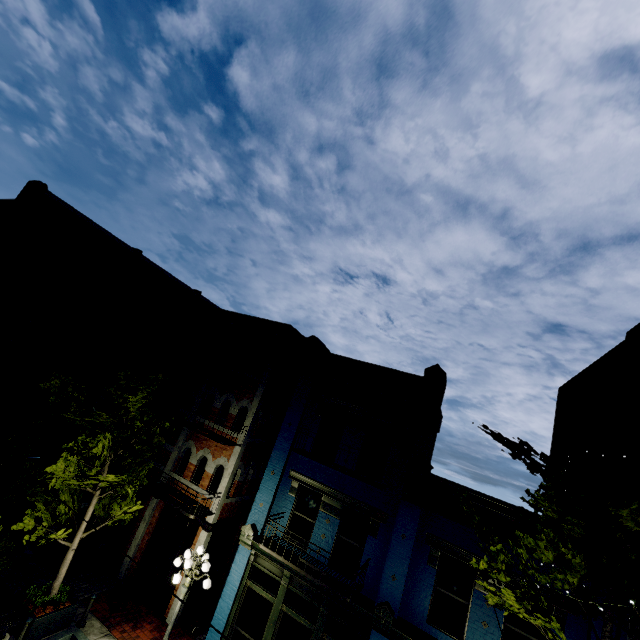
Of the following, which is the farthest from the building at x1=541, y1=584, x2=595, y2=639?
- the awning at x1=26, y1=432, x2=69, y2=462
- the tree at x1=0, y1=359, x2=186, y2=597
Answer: the awning at x1=26, y1=432, x2=69, y2=462

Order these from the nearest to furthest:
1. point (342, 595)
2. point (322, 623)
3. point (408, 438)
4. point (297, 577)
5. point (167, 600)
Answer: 1. point (342, 595)
2. point (322, 623)
3. point (297, 577)
4. point (408, 438)
5. point (167, 600)

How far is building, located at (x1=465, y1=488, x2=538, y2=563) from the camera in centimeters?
902cm

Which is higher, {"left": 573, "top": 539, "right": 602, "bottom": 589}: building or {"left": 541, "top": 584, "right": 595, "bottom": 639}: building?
{"left": 573, "top": 539, "right": 602, "bottom": 589}: building

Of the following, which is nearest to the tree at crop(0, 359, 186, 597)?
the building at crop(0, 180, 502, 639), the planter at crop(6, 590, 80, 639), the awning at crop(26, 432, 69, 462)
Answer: the building at crop(0, 180, 502, 639)

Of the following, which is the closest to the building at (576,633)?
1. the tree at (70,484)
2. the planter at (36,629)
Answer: the tree at (70,484)

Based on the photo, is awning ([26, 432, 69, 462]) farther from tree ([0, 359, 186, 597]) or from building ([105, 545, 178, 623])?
tree ([0, 359, 186, 597])

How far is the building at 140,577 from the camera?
12.0m
